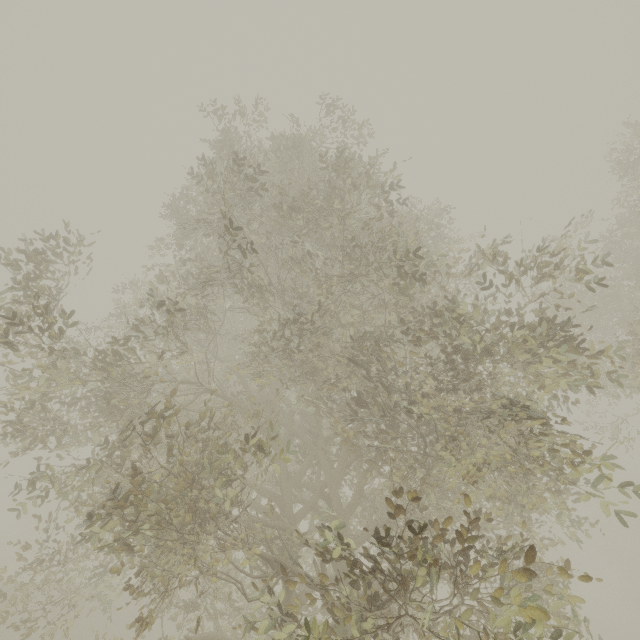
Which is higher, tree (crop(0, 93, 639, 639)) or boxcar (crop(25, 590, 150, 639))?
tree (crop(0, 93, 639, 639))

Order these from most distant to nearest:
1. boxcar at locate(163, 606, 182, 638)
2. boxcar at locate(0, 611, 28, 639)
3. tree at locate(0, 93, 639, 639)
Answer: boxcar at locate(163, 606, 182, 638), boxcar at locate(0, 611, 28, 639), tree at locate(0, 93, 639, 639)

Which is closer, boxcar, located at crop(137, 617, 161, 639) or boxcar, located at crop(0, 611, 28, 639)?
boxcar, located at crop(0, 611, 28, 639)

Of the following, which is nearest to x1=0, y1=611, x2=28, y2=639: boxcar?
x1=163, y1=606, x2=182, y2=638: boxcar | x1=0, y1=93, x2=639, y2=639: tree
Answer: x1=163, y1=606, x2=182, y2=638: boxcar

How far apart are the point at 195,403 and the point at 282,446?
2.91m

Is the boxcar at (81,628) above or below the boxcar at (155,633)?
above

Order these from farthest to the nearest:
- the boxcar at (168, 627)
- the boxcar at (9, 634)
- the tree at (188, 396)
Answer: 1. the boxcar at (168, 627)
2. the boxcar at (9, 634)
3. the tree at (188, 396)
